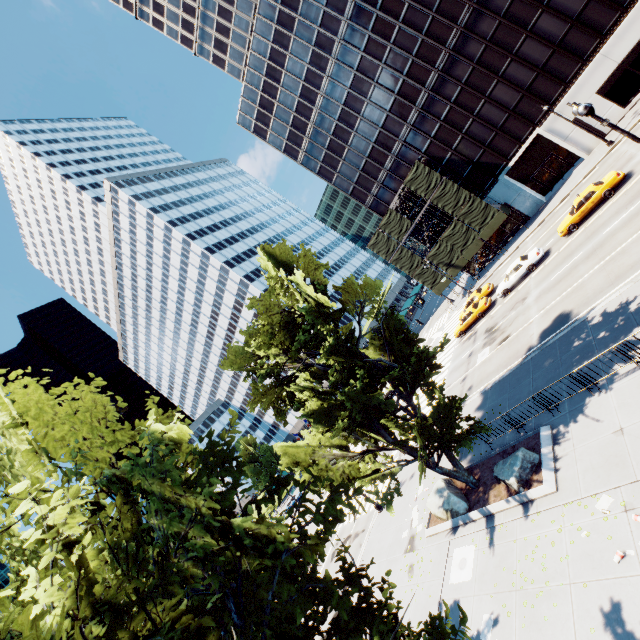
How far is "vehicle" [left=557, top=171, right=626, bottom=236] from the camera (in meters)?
22.88

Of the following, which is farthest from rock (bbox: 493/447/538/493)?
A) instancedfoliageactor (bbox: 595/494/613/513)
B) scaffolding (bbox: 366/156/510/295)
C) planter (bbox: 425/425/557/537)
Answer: scaffolding (bbox: 366/156/510/295)

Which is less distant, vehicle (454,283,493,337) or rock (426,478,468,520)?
rock (426,478,468,520)

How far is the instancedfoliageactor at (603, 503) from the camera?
9.5 meters

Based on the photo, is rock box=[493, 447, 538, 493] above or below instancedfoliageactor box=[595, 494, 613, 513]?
above

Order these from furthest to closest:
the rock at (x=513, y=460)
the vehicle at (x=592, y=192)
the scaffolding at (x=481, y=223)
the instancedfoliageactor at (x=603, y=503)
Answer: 1. the scaffolding at (x=481, y=223)
2. the vehicle at (x=592, y=192)
3. the rock at (x=513, y=460)
4. the instancedfoliageactor at (x=603, y=503)

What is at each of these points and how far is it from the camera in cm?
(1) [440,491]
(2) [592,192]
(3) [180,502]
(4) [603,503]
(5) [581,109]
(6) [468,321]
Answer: (1) rock, 1661
(2) vehicle, 2372
(3) tree, 389
(4) instancedfoliageactor, 969
(5) light, 1191
(6) vehicle, 3291

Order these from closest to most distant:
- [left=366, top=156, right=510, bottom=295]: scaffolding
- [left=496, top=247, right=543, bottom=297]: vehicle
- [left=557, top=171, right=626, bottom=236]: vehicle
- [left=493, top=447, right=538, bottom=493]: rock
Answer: [left=493, top=447, right=538, bottom=493]: rock
[left=557, top=171, right=626, bottom=236]: vehicle
[left=496, top=247, right=543, bottom=297]: vehicle
[left=366, top=156, right=510, bottom=295]: scaffolding
